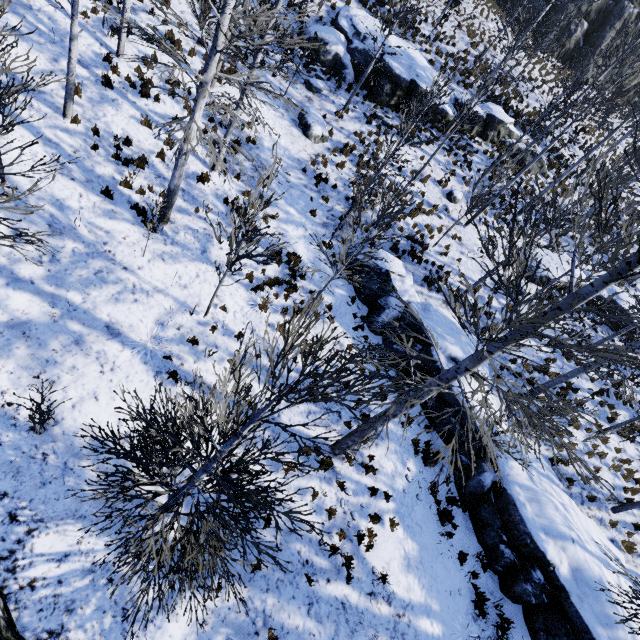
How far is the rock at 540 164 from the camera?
20.2 meters

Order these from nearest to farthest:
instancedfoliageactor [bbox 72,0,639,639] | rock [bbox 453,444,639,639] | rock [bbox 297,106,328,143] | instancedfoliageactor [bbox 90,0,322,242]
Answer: instancedfoliageactor [bbox 72,0,639,639] → instancedfoliageactor [bbox 90,0,322,242] → rock [bbox 453,444,639,639] → rock [bbox 297,106,328,143]

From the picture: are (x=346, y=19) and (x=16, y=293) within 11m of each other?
no

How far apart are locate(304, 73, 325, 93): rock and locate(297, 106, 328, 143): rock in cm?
121

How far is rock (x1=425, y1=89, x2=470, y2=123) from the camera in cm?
1809

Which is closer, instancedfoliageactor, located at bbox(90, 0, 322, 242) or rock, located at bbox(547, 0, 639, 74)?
instancedfoliageactor, located at bbox(90, 0, 322, 242)

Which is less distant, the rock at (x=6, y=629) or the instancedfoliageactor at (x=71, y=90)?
the instancedfoliageactor at (x=71, y=90)
